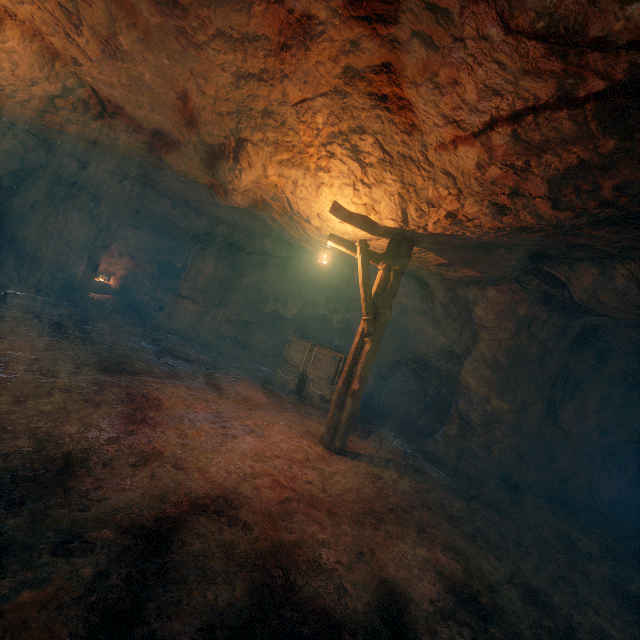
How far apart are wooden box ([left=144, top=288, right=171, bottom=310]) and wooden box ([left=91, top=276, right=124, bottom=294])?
1.6 meters

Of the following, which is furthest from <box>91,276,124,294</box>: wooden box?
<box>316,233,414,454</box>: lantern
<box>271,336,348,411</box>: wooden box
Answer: <box>316,233,414,454</box>: lantern

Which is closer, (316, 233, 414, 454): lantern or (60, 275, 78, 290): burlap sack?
(316, 233, 414, 454): lantern

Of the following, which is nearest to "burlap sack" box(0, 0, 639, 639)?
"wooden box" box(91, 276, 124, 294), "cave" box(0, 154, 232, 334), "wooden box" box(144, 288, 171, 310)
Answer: "cave" box(0, 154, 232, 334)

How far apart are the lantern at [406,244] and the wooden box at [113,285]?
18.2m

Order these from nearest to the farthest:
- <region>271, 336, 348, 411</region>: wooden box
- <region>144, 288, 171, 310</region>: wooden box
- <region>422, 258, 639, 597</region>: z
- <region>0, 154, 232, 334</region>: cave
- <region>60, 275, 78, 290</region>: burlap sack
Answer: <region>422, 258, 639, 597</region>: z, <region>271, 336, 348, 411</region>: wooden box, <region>0, 154, 232, 334</region>: cave, <region>60, 275, 78, 290</region>: burlap sack, <region>144, 288, 171, 310</region>: wooden box

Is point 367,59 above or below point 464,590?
above

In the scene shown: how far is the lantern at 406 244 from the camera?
6.51m
